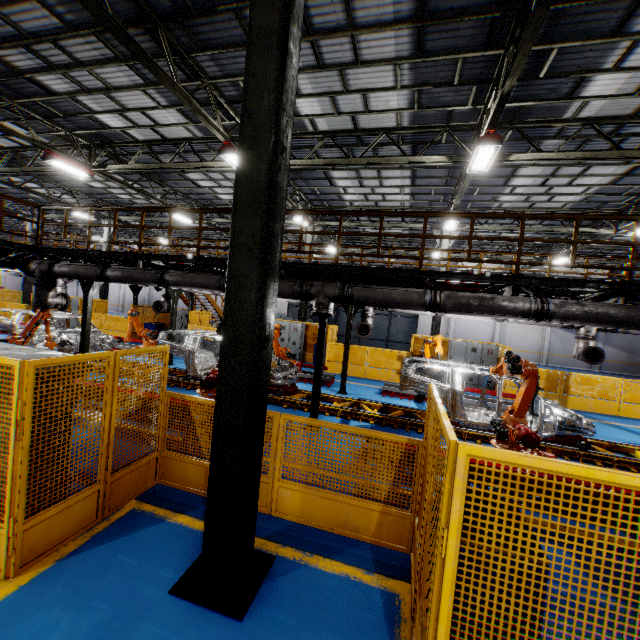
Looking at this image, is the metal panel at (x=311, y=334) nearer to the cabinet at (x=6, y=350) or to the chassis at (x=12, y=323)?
the cabinet at (x=6, y=350)

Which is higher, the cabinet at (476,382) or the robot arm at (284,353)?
the robot arm at (284,353)

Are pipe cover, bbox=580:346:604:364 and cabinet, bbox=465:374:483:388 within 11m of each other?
yes

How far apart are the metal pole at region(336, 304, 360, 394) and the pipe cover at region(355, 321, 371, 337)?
0.22m

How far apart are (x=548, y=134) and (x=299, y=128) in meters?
8.0 m

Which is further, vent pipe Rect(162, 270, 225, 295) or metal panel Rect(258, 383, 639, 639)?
vent pipe Rect(162, 270, 225, 295)

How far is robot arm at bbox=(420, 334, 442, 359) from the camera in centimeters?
1039cm

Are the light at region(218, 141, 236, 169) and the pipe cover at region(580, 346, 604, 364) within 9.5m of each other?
no
